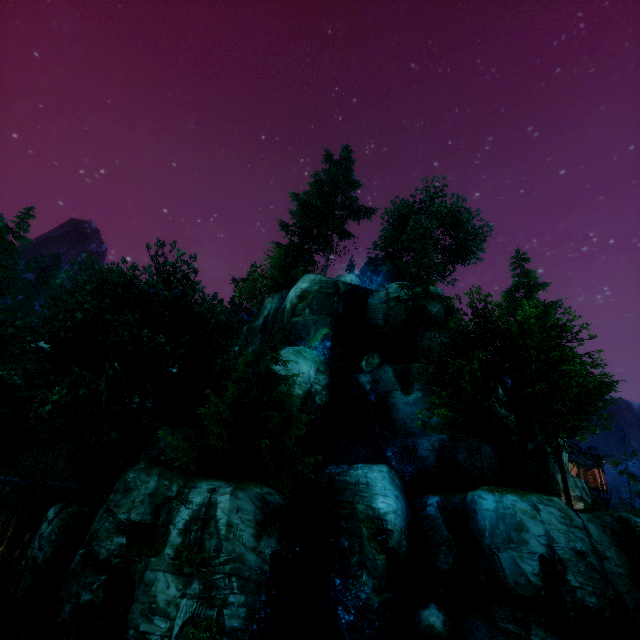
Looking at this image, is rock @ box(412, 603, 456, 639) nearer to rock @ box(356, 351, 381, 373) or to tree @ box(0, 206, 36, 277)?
tree @ box(0, 206, 36, 277)

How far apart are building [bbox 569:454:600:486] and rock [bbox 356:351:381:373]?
38.07m

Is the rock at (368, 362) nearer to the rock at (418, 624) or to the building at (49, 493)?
the rock at (418, 624)

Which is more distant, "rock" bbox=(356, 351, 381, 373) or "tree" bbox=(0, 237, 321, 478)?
"rock" bbox=(356, 351, 381, 373)

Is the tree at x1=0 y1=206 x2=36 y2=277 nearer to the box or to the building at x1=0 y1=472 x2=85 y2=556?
the building at x1=0 y1=472 x2=85 y2=556

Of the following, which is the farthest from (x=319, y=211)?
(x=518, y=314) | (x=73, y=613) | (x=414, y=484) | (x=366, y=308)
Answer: (x=73, y=613)

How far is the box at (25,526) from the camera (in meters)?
21.88

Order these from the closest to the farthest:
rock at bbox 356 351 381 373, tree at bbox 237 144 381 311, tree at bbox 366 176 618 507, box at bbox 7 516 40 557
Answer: tree at bbox 366 176 618 507
box at bbox 7 516 40 557
rock at bbox 356 351 381 373
tree at bbox 237 144 381 311
